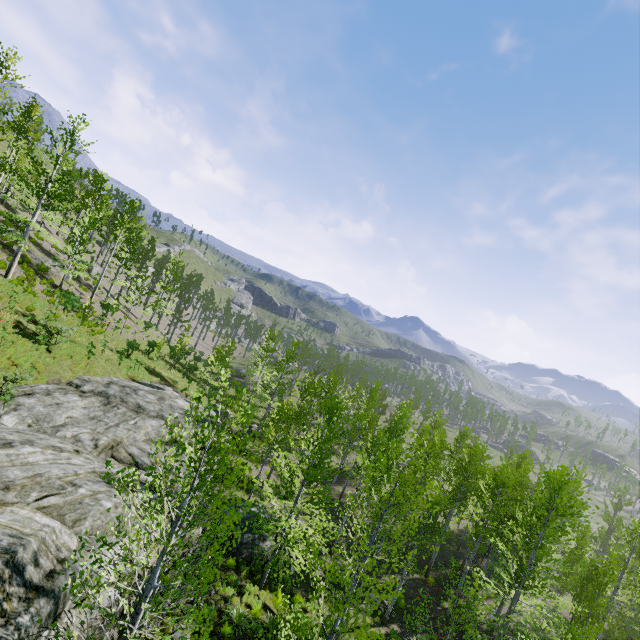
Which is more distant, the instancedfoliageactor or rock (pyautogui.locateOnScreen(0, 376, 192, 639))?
rock (pyautogui.locateOnScreen(0, 376, 192, 639))

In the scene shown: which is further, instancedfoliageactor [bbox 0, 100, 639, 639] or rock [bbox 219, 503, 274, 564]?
rock [bbox 219, 503, 274, 564]

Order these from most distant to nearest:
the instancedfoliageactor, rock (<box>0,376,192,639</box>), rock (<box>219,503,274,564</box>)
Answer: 1. rock (<box>219,503,274,564</box>)
2. rock (<box>0,376,192,639</box>)
3. the instancedfoliageactor

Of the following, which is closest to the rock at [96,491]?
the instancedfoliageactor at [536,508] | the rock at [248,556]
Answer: the instancedfoliageactor at [536,508]

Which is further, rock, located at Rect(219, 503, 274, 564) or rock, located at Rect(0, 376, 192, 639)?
rock, located at Rect(219, 503, 274, 564)

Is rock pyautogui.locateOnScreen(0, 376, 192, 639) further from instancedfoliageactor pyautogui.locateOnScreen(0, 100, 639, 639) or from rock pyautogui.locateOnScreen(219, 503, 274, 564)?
rock pyautogui.locateOnScreen(219, 503, 274, 564)

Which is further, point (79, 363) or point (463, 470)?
point (463, 470)

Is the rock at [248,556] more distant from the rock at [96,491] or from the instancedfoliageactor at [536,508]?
the instancedfoliageactor at [536,508]
